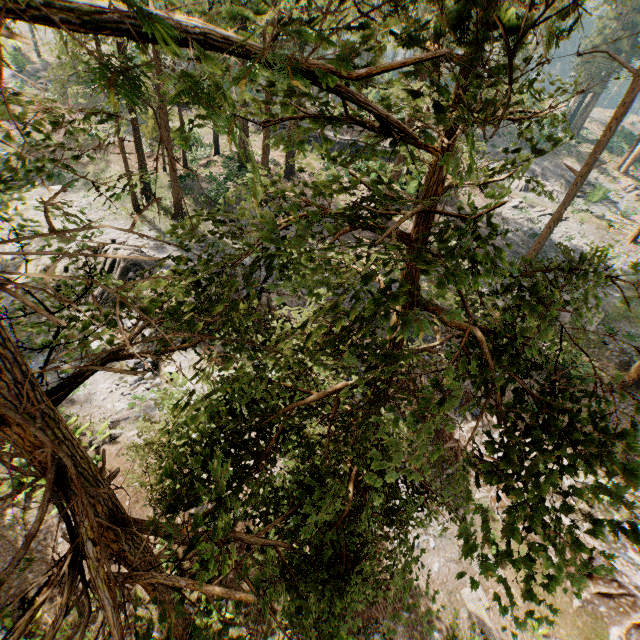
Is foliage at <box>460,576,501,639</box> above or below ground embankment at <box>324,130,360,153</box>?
below

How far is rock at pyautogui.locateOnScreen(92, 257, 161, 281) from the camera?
19.30m

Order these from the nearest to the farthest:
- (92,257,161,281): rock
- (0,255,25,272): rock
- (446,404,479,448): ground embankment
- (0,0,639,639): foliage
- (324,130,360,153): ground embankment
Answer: (0,0,639,639): foliage, (446,404,479,448): ground embankment, (92,257,161,281): rock, (0,255,25,272): rock, (324,130,360,153): ground embankment

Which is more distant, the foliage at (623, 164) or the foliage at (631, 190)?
the foliage at (623, 164)

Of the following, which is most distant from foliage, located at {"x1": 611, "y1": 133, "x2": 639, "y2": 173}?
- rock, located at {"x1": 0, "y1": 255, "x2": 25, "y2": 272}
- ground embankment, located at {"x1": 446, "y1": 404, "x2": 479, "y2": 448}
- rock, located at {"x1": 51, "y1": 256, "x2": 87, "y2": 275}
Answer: rock, located at {"x1": 0, "y1": 255, "x2": 25, "y2": 272}

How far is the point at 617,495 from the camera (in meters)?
2.23

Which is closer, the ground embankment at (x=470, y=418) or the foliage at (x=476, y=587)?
the foliage at (x=476, y=587)
